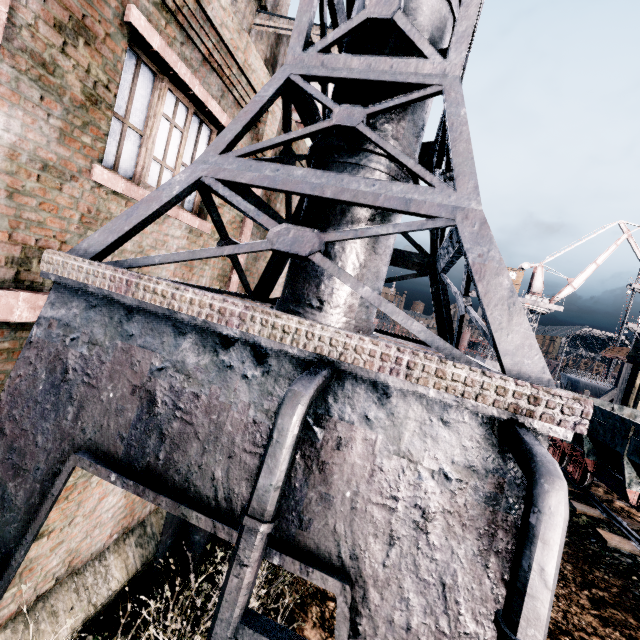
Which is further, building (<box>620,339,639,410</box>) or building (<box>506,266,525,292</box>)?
building (<box>506,266,525,292</box>)

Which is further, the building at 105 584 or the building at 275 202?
the building at 275 202

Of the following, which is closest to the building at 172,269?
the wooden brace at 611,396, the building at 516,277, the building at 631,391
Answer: the wooden brace at 611,396

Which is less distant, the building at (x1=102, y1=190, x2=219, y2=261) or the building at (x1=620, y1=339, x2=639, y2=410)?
the building at (x1=102, y1=190, x2=219, y2=261)

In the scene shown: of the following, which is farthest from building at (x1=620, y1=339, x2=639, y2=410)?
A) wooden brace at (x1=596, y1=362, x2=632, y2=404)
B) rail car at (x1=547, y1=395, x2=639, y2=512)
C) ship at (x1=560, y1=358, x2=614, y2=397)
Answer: wooden brace at (x1=596, y1=362, x2=632, y2=404)

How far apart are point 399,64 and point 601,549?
15.13m

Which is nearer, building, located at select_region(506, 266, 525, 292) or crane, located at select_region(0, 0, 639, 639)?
crane, located at select_region(0, 0, 639, 639)

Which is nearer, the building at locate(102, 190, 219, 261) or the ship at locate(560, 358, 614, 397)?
the building at locate(102, 190, 219, 261)
